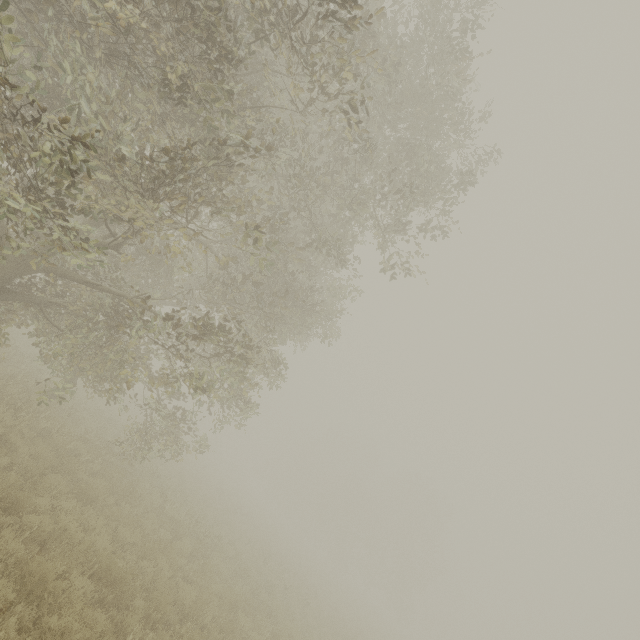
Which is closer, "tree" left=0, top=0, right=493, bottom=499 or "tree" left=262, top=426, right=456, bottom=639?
"tree" left=0, top=0, right=493, bottom=499

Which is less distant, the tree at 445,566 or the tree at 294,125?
the tree at 294,125

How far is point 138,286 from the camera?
10.7m
